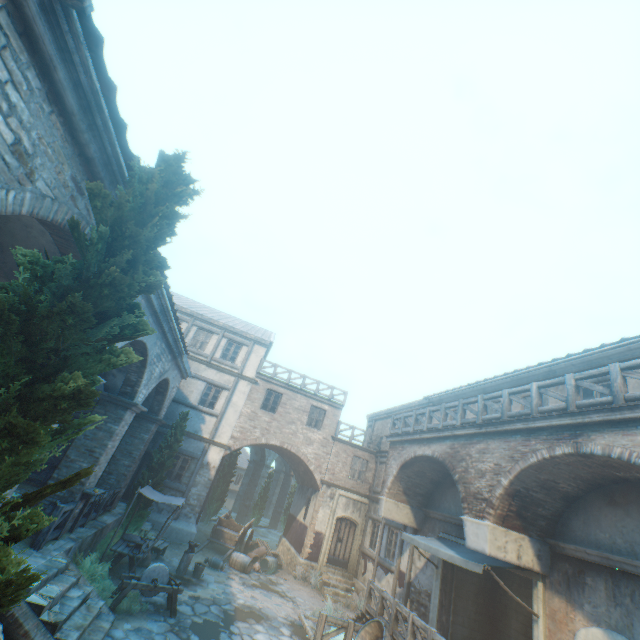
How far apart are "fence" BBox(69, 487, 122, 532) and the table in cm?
144

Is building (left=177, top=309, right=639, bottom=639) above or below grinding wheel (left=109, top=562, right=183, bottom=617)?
above

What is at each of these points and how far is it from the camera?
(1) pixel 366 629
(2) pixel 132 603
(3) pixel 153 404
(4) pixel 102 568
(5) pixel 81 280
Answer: (1) cask, 10.40m
(2) plants, 8.80m
(3) building, 15.12m
(4) plants, 9.52m
(5) tree, 3.78m

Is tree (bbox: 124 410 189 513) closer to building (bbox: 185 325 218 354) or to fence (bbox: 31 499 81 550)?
building (bbox: 185 325 218 354)

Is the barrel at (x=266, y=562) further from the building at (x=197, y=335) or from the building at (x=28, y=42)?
the building at (x=28, y=42)

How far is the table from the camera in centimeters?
1039cm

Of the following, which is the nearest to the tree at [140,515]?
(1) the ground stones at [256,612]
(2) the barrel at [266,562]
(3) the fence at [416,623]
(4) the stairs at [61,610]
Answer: (1) the ground stones at [256,612]

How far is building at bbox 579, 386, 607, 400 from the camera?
9.16m
